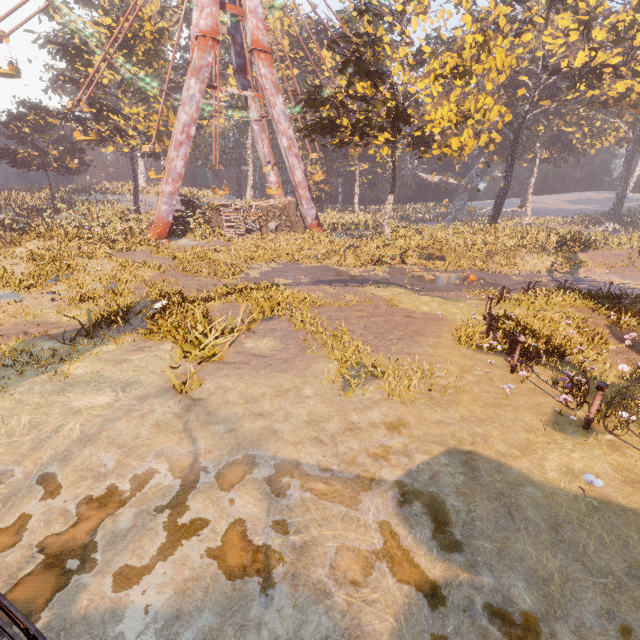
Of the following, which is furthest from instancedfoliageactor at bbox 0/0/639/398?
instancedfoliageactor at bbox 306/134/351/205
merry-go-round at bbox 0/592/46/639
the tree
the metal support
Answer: the metal support

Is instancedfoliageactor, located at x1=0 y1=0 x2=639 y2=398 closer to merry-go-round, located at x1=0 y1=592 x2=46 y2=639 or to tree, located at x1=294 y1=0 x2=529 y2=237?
tree, located at x1=294 y1=0 x2=529 y2=237

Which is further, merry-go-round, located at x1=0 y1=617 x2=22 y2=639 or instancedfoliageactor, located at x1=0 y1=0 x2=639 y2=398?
instancedfoliageactor, located at x1=0 y1=0 x2=639 y2=398

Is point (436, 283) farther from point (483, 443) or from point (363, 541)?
point (363, 541)

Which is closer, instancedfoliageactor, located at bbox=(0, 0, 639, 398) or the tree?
instancedfoliageactor, located at bbox=(0, 0, 639, 398)

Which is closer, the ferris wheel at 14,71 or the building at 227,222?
the ferris wheel at 14,71

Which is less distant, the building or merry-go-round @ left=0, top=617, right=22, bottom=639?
merry-go-round @ left=0, top=617, right=22, bottom=639

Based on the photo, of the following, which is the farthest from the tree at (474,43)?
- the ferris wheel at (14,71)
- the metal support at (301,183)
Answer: the ferris wheel at (14,71)
